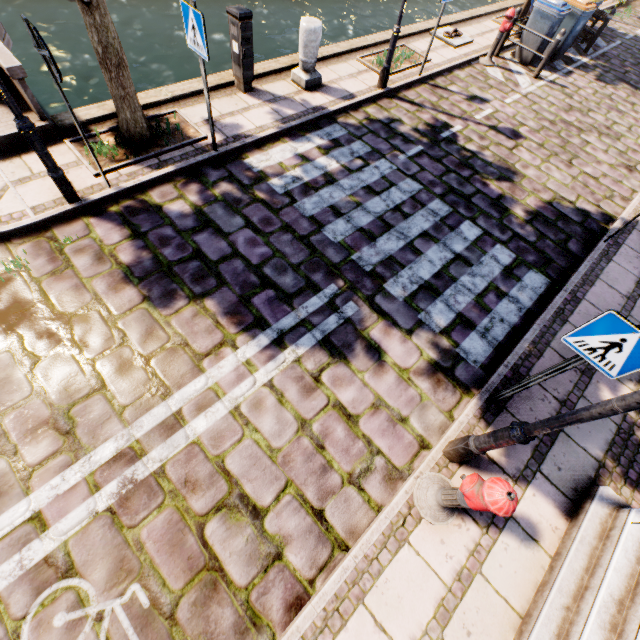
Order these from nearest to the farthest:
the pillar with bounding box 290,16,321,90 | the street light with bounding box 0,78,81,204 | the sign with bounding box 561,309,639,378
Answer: the sign with bounding box 561,309,639,378
the street light with bounding box 0,78,81,204
the pillar with bounding box 290,16,321,90

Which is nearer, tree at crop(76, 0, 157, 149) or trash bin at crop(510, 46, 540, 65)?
tree at crop(76, 0, 157, 149)

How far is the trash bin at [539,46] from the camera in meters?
9.4 m

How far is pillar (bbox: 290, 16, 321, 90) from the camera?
6.3m

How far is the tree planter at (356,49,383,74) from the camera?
8.02m

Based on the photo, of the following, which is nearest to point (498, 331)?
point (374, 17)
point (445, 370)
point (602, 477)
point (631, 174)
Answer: point (445, 370)

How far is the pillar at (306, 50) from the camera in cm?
632

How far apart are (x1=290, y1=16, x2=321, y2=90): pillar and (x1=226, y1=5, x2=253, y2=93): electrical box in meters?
1.0
